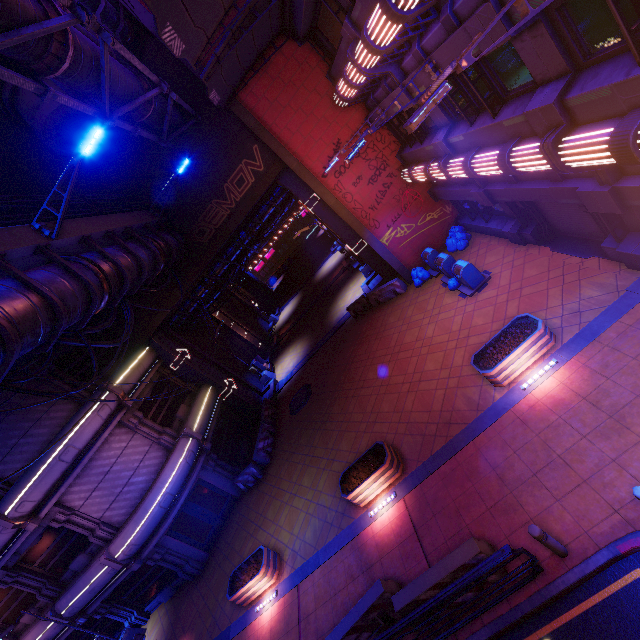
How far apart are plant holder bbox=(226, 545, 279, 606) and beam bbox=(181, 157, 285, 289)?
13.32m

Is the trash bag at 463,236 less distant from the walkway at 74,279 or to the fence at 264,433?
the walkway at 74,279

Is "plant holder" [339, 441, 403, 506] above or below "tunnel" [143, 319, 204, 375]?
below

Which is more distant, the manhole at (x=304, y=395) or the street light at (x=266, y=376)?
the street light at (x=266, y=376)

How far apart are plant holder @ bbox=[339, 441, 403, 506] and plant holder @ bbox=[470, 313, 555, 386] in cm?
380

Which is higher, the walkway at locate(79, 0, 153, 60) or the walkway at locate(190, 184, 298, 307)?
the walkway at locate(79, 0, 153, 60)

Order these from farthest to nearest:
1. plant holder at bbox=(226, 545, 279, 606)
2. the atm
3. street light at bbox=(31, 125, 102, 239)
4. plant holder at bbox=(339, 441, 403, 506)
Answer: the atm → plant holder at bbox=(226, 545, 279, 606) → plant holder at bbox=(339, 441, 403, 506) → street light at bbox=(31, 125, 102, 239)

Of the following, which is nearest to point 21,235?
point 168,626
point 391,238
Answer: point 391,238
